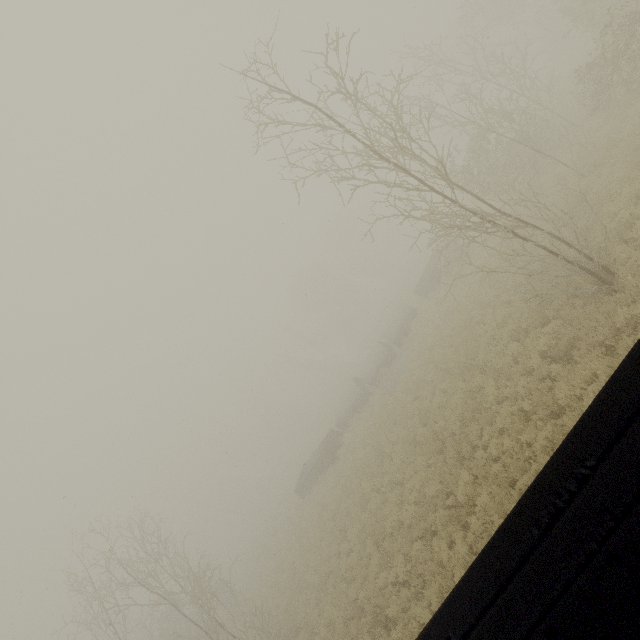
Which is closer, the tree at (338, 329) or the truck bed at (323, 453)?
the truck bed at (323, 453)

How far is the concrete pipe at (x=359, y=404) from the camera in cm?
2775

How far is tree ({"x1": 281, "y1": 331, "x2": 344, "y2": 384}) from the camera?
55.1m

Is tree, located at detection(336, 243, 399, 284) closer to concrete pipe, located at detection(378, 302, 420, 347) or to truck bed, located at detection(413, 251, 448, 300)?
truck bed, located at detection(413, 251, 448, 300)

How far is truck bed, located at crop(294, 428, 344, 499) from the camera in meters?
26.4

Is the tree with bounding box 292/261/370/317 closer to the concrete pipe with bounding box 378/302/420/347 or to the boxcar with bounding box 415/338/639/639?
the concrete pipe with bounding box 378/302/420/347

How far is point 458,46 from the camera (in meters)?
48.88

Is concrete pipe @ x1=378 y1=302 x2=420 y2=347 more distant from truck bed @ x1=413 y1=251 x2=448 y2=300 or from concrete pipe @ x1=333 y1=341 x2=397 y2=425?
truck bed @ x1=413 y1=251 x2=448 y2=300
